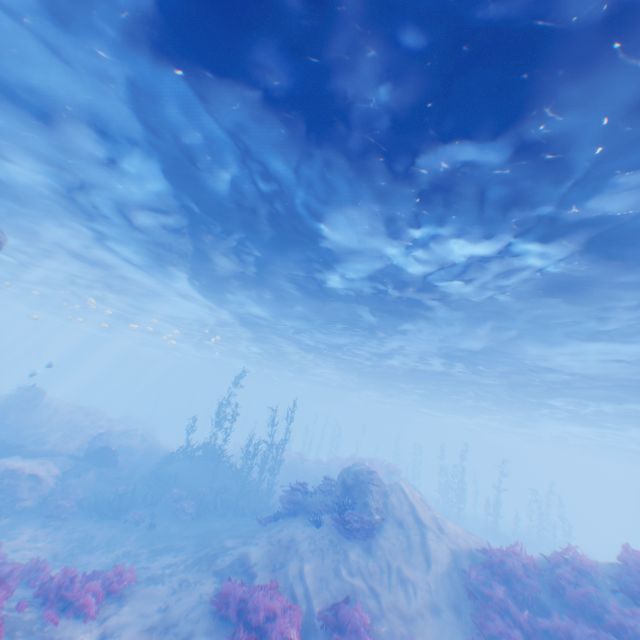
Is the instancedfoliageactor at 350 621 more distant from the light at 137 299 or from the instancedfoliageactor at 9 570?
the light at 137 299

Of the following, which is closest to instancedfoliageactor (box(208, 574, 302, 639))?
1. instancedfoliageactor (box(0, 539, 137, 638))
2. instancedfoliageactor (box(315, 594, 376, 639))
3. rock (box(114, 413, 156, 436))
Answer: instancedfoliageactor (box(315, 594, 376, 639))

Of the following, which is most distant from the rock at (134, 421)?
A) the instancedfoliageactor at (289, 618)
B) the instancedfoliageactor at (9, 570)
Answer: the instancedfoliageactor at (289, 618)

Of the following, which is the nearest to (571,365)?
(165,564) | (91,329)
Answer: (165,564)

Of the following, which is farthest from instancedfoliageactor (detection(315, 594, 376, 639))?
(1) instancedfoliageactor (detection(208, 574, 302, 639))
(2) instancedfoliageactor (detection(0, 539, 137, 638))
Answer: (2) instancedfoliageactor (detection(0, 539, 137, 638))

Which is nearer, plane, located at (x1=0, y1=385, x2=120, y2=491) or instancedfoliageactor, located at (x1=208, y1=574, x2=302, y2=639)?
instancedfoliageactor, located at (x1=208, y1=574, x2=302, y2=639)

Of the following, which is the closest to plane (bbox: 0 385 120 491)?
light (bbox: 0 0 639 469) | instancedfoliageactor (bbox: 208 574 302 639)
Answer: light (bbox: 0 0 639 469)

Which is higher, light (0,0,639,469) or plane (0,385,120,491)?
light (0,0,639,469)
